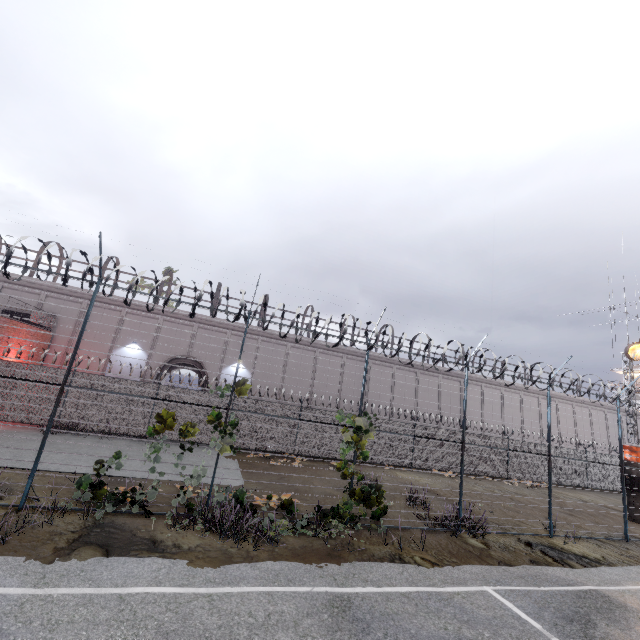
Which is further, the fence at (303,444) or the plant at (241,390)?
the plant at (241,390)

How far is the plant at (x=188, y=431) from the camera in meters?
8.3 m

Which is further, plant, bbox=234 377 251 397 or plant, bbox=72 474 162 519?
plant, bbox=234 377 251 397

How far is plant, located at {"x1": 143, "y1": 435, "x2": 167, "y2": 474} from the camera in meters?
7.8 m

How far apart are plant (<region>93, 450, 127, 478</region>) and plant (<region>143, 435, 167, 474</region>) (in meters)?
A: 0.79

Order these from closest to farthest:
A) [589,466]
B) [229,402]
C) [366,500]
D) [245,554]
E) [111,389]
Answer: [245,554] → [229,402] → [366,500] → [111,389] → [589,466]

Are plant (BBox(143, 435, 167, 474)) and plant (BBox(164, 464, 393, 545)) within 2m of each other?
no

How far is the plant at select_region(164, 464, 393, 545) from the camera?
7.48m
